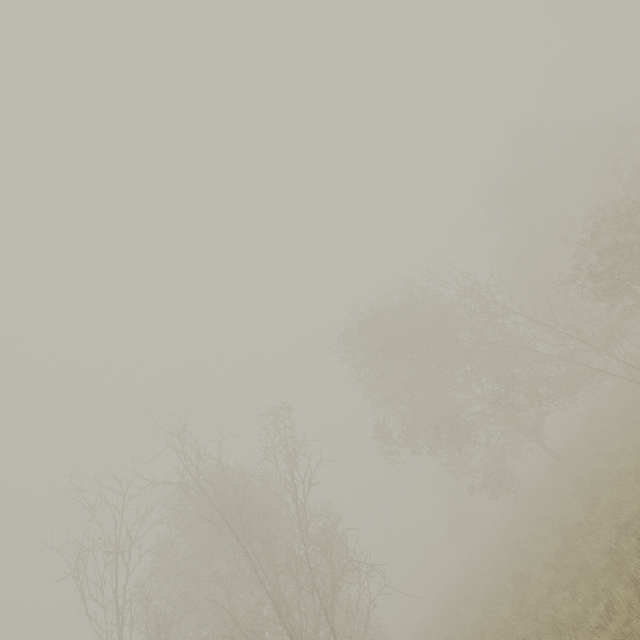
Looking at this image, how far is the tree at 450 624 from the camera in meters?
14.2 m

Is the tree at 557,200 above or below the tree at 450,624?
above

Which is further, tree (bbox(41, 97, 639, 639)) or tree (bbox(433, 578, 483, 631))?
tree (bbox(433, 578, 483, 631))

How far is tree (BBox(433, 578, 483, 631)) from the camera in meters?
14.2 m

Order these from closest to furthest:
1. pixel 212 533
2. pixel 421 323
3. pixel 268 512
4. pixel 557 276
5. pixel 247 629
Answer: pixel 247 629 < pixel 268 512 < pixel 212 533 < pixel 421 323 < pixel 557 276

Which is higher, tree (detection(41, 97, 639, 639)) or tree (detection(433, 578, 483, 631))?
tree (detection(41, 97, 639, 639))
